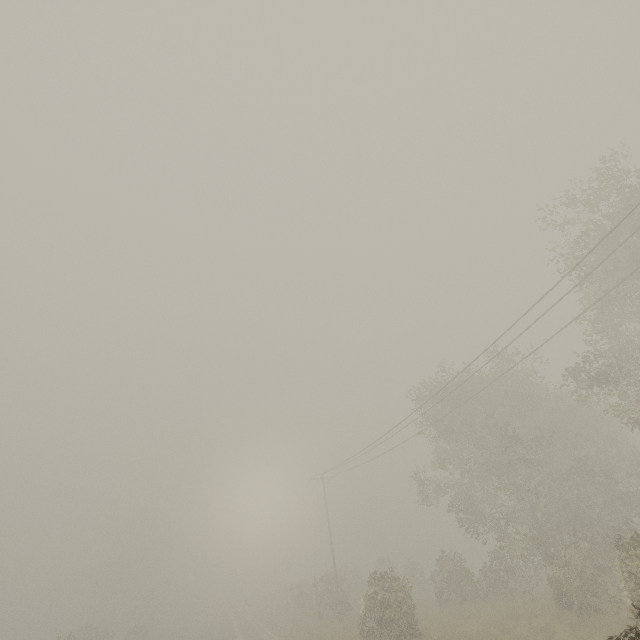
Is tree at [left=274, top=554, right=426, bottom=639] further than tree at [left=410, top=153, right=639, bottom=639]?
Yes

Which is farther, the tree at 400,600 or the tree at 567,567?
the tree at 400,600

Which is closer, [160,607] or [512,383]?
[512,383]
